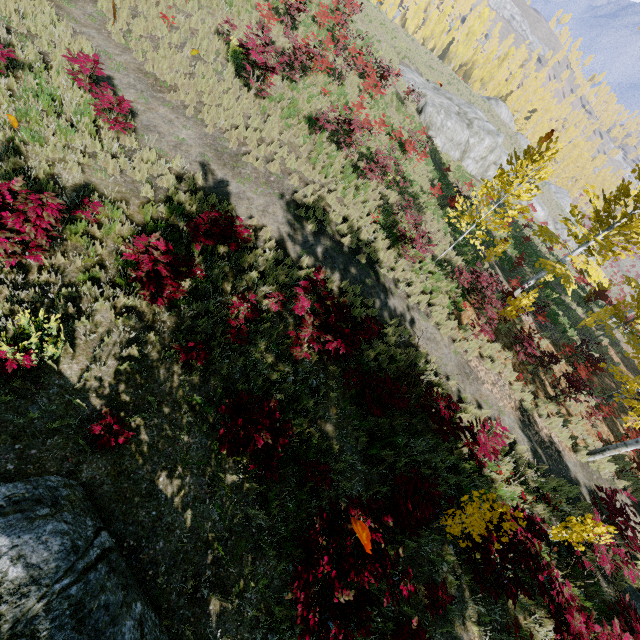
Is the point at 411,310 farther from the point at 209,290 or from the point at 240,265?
the point at 209,290

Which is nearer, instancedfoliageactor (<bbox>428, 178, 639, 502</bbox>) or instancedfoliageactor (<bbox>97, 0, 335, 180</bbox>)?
instancedfoliageactor (<bbox>97, 0, 335, 180</bbox>)

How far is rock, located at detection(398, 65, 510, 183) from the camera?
25.9 meters

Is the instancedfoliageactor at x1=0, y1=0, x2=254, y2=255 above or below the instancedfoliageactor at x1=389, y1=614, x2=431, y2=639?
above

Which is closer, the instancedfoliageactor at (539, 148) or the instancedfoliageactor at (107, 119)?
the instancedfoliageactor at (107, 119)

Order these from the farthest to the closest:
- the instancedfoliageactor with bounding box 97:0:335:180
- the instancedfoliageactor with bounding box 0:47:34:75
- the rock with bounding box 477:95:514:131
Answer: the rock with bounding box 477:95:514:131, the instancedfoliageactor with bounding box 97:0:335:180, the instancedfoliageactor with bounding box 0:47:34:75

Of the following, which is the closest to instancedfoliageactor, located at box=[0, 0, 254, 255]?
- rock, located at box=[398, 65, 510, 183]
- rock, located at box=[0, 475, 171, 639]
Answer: rock, located at box=[0, 475, 171, 639]

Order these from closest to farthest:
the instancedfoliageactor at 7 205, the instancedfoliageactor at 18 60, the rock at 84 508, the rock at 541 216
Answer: the rock at 84 508 < the instancedfoliageactor at 7 205 < the instancedfoliageactor at 18 60 < the rock at 541 216
